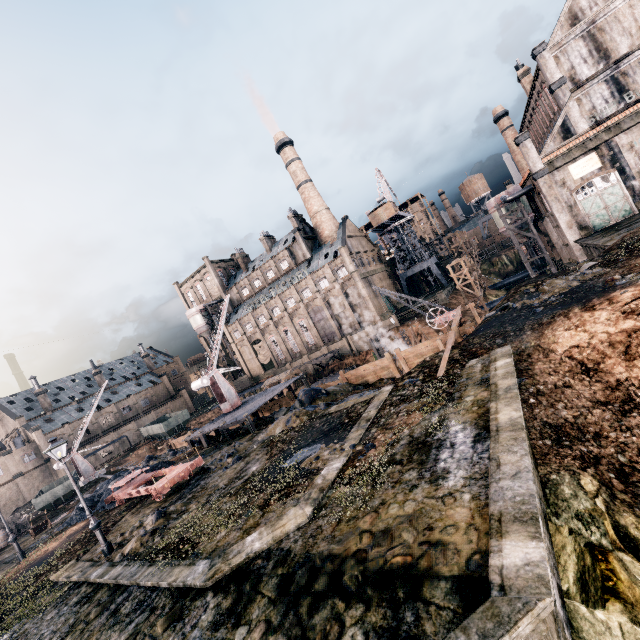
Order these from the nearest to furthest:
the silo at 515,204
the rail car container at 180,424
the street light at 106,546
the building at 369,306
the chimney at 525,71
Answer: the street light at 106,546, the silo at 515,204, the chimney at 525,71, the rail car container at 180,424, the building at 369,306

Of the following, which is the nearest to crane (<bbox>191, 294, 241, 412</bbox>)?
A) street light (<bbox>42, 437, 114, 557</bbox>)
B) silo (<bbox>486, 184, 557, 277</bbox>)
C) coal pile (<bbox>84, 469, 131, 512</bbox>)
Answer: coal pile (<bbox>84, 469, 131, 512</bbox>)

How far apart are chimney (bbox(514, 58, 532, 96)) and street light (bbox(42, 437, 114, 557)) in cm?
6468

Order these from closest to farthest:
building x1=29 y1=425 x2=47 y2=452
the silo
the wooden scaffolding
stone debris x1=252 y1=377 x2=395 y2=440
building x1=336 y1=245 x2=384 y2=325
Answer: stone debris x1=252 y1=377 x2=395 y2=440 → the wooden scaffolding → the silo → building x1=336 y1=245 x2=384 y2=325 → building x1=29 y1=425 x2=47 y2=452

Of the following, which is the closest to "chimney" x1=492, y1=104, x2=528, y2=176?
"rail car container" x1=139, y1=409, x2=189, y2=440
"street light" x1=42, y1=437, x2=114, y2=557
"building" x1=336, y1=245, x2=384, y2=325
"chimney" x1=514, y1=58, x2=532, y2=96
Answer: "chimney" x1=514, y1=58, x2=532, y2=96

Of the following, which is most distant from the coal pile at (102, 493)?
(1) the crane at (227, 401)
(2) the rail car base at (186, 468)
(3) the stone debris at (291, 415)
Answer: (1) the crane at (227, 401)

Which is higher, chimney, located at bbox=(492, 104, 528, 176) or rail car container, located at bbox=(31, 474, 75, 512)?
chimney, located at bbox=(492, 104, 528, 176)

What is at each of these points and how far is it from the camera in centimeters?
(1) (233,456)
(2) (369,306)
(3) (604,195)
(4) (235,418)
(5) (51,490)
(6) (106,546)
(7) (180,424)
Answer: (1) stone debris, 1975cm
(2) building, 5850cm
(3) door, 3428cm
(4) wooden scaffolding, 2602cm
(5) rail car container, 3412cm
(6) street light, 1436cm
(7) rail car container, 5678cm
